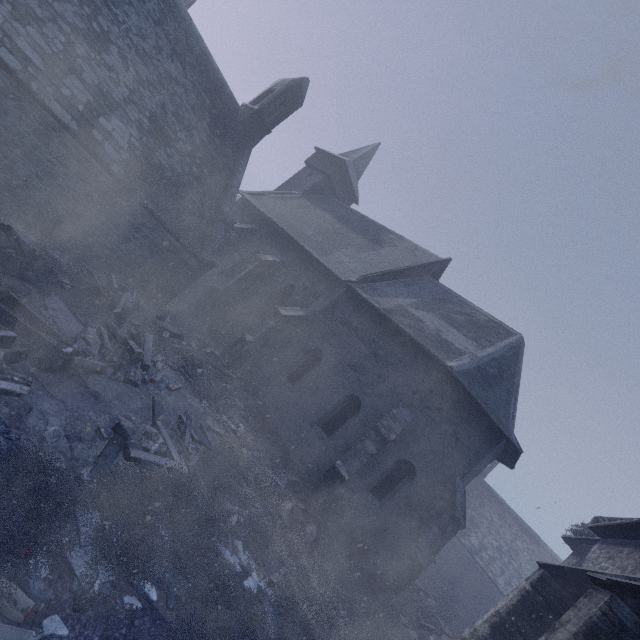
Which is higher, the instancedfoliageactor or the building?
the building

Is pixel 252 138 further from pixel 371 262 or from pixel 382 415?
pixel 382 415

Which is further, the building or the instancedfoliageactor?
the building

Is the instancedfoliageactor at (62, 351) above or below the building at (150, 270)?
below

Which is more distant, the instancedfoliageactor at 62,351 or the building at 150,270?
the building at 150,270
